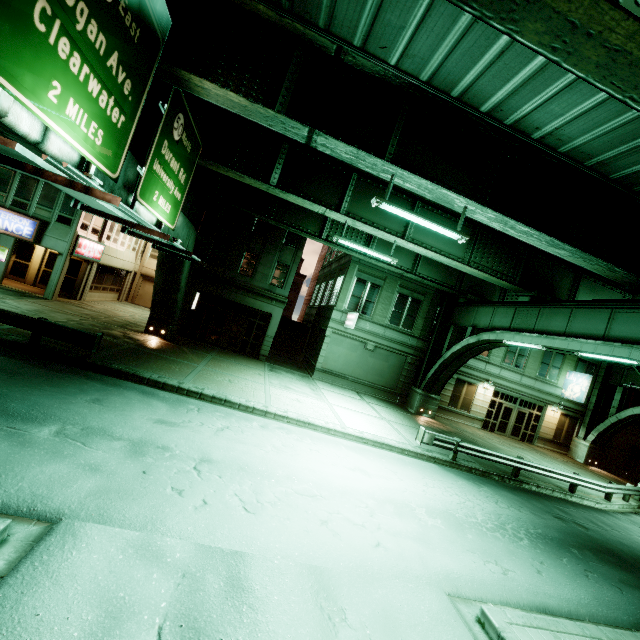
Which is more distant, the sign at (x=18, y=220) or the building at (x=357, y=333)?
the building at (x=357, y=333)

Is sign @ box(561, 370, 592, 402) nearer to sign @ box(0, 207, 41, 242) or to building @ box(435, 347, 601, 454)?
building @ box(435, 347, 601, 454)

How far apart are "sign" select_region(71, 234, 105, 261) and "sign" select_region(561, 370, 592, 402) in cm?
3832

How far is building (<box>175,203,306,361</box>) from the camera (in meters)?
22.70

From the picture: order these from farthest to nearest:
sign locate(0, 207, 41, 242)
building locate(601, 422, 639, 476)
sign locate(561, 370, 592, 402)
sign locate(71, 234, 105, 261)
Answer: building locate(601, 422, 639, 476), sign locate(561, 370, 592, 402), sign locate(71, 234, 105, 261), sign locate(0, 207, 41, 242)

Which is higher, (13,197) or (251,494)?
(13,197)

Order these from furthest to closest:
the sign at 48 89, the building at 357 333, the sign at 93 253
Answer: the building at 357 333
the sign at 93 253
the sign at 48 89

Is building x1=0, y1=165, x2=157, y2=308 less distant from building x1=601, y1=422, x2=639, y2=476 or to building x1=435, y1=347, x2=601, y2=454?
building x1=435, y1=347, x2=601, y2=454
